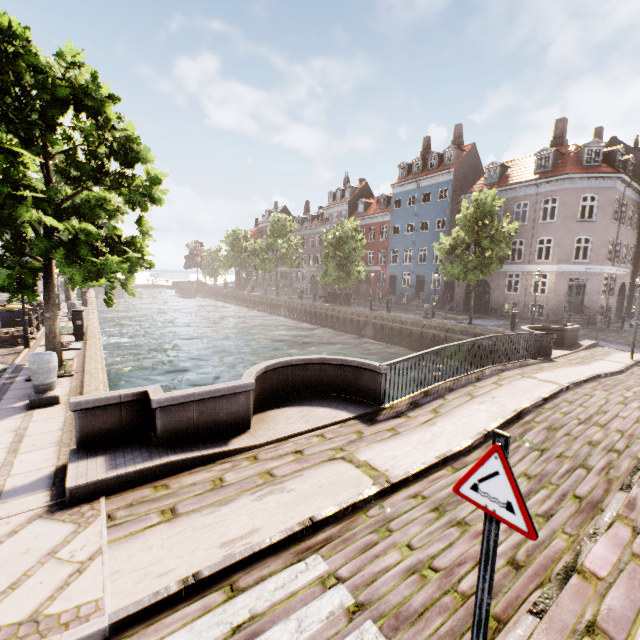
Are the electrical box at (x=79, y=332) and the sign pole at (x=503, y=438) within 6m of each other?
no

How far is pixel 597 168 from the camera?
23.5m

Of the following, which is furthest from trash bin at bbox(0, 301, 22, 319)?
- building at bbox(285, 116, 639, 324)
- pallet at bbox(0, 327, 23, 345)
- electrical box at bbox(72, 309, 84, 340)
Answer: building at bbox(285, 116, 639, 324)

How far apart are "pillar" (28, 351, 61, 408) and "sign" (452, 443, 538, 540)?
8.1m

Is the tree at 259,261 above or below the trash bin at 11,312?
above

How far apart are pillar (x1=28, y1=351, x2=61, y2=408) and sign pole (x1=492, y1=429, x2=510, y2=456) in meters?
8.2 m

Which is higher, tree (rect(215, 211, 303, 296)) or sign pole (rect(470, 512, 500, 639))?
tree (rect(215, 211, 303, 296))

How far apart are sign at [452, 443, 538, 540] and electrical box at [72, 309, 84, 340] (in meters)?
15.20
